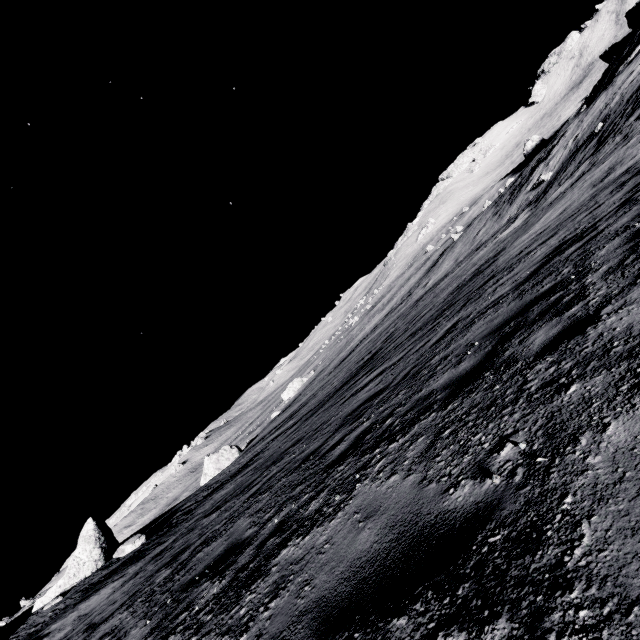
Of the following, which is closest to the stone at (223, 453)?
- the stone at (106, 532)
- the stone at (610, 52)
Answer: the stone at (106, 532)

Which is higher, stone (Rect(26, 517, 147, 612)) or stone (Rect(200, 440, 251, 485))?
stone (Rect(26, 517, 147, 612))

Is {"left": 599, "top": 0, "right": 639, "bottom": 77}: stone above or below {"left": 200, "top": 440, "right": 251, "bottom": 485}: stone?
above

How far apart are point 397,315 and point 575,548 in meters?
36.4 m

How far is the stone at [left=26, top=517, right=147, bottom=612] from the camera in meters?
14.2

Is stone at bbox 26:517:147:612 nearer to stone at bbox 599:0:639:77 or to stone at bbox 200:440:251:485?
stone at bbox 200:440:251:485

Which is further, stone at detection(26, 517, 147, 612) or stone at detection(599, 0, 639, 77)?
stone at detection(599, 0, 639, 77)

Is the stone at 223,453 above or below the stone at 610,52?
below
